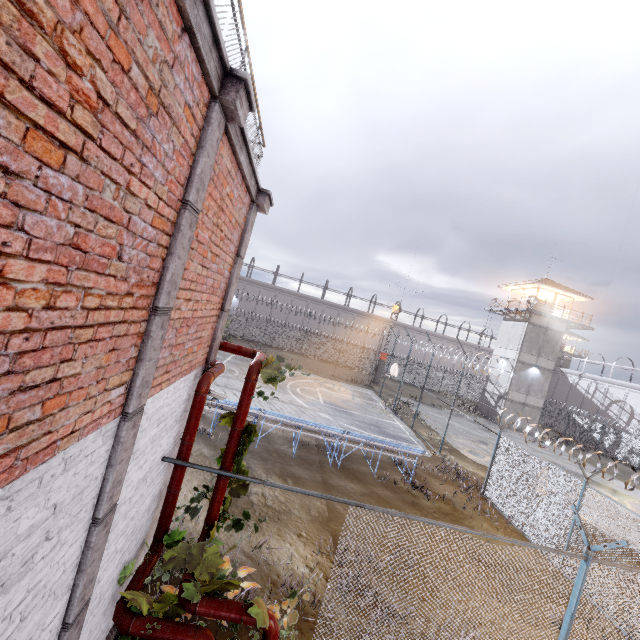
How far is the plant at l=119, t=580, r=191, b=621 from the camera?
4.0m

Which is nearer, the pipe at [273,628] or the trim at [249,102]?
the trim at [249,102]

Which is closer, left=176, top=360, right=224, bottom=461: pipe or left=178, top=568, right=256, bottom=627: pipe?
left=178, top=568, right=256, bottom=627: pipe

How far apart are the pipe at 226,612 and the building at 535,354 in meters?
34.2 m

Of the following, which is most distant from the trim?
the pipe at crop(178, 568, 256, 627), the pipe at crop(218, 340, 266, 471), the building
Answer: the building

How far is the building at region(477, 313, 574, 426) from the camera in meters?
32.2

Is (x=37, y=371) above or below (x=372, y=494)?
above

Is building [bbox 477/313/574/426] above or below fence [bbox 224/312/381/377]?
above
